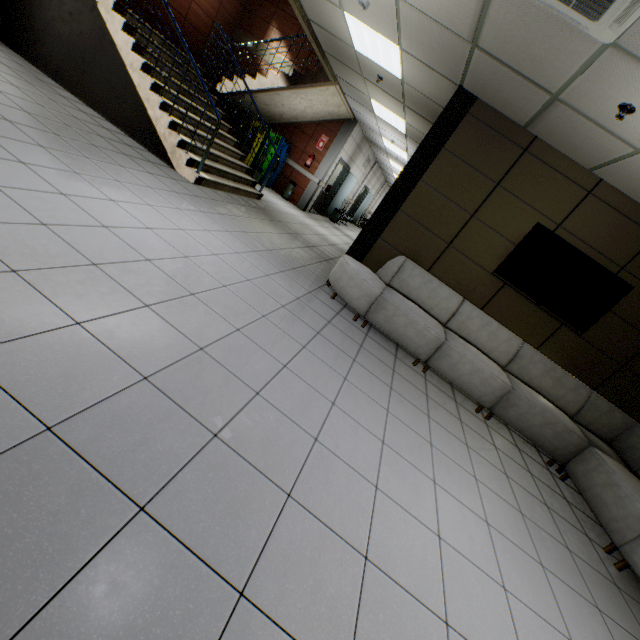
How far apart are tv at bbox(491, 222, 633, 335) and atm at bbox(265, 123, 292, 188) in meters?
8.0

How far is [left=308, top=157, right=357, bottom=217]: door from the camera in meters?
11.9 m

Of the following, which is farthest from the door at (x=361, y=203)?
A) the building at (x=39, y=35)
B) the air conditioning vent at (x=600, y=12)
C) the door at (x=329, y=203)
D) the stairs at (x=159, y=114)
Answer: the air conditioning vent at (x=600, y=12)

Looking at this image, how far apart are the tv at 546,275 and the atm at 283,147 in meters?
8.0 m

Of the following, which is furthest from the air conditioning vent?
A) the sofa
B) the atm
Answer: the atm

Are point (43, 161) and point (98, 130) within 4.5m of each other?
yes

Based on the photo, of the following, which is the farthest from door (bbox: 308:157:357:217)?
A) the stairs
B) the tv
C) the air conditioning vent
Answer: the air conditioning vent

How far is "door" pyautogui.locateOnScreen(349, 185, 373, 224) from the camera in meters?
18.5 m
